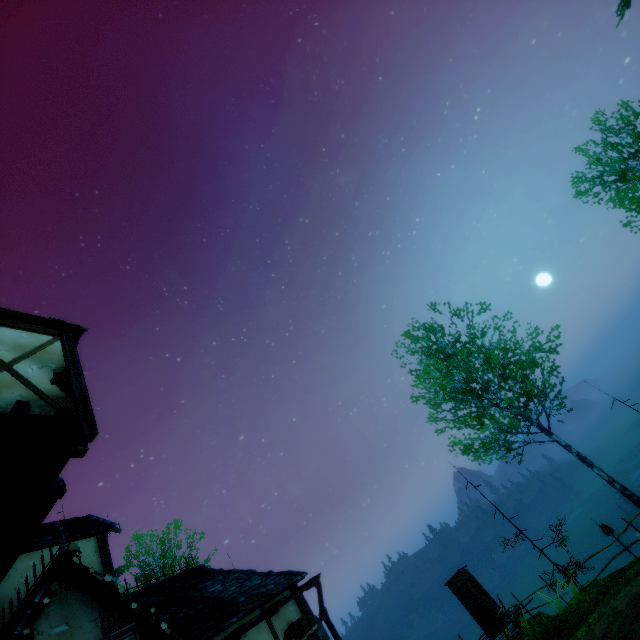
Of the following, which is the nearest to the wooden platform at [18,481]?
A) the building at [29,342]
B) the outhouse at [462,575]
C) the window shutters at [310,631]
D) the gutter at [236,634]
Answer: the building at [29,342]

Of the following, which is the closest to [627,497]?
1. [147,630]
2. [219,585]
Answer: [219,585]

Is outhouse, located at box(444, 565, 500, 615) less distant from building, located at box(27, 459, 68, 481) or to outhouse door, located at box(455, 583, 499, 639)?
outhouse door, located at box(455, 583, 499, 639)

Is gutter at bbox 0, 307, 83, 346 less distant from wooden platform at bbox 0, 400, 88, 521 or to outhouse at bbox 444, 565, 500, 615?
wooden platform at bbox 0, 400, 88, 521

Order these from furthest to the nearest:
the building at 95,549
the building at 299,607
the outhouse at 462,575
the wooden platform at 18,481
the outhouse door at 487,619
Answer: the outhouse at 462,575
the outhouse door at 487,619
the building at 299,607
the wooden platform at 18,481
the building at 95,549

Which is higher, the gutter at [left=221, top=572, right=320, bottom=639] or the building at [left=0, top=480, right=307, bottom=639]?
the building at [left=0, top=480, right=307, bottom=639]

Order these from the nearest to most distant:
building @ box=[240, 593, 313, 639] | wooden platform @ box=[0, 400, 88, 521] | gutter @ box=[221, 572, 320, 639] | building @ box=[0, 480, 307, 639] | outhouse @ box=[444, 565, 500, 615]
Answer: building @ box=[0, 480, 307, 639] < wooden platform @ box=[0, 400, 88, 521] < gutter @ box=[221, 572, 320, 639] < building @ box=[240, 593, 313, 639] < outhouse @ box=[444, 565, 500, 615]

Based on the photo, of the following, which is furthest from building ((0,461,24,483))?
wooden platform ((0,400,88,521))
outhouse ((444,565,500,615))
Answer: outhouse ((444,565,500,615))
